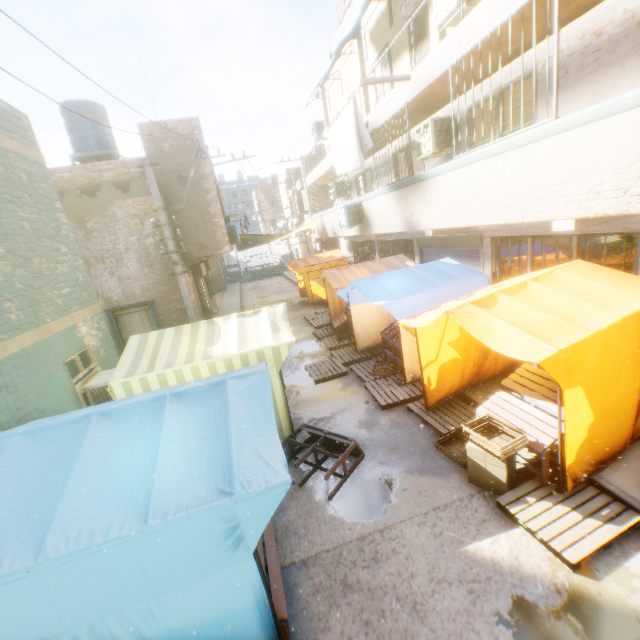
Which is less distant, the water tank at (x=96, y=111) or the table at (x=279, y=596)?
the table at (x=279, y=596)

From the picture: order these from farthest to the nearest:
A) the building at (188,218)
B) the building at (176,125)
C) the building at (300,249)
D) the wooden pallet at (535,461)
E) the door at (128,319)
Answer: the building at (300,249), the building at (188,218), the building at (176,125), the door at (128,319), the wooden pallet at (535,461)

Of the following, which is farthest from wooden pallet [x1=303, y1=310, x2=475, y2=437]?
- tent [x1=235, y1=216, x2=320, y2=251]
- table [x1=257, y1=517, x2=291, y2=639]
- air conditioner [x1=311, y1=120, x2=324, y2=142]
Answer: air conditioner [x1=311, y1=120, x2=324, y2=142]

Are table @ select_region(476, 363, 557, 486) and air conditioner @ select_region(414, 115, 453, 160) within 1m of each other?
no

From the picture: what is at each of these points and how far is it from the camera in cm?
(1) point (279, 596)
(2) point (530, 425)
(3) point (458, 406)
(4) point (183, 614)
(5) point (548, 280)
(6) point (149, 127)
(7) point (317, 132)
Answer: (1) table, 309
(2) table, 500
(3) wooden pallet, 660
(4) tent, 247
(5) tent, 524
(6) building, 1147
(7) air conditioner, 1747

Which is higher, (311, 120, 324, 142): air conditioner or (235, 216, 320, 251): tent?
(311, 120, 324, 142): air conditioner

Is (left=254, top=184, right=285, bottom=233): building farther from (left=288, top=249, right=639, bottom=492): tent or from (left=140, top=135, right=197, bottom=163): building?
(left=288, top=249, right=639, bottom=492): tent

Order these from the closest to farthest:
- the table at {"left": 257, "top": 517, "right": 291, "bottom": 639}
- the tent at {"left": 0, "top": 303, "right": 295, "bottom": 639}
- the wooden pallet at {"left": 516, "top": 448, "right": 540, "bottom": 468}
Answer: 1. the tent at {"left": 0, "top": 303, "right": 295, "bottom": 639}
2. the table at {"left": 257, "top": 517, "right": 291, "bottom": 639}
3. the wooden pallet at {"left": 516, "top": 448, "right": 540, "bottom": 468}
